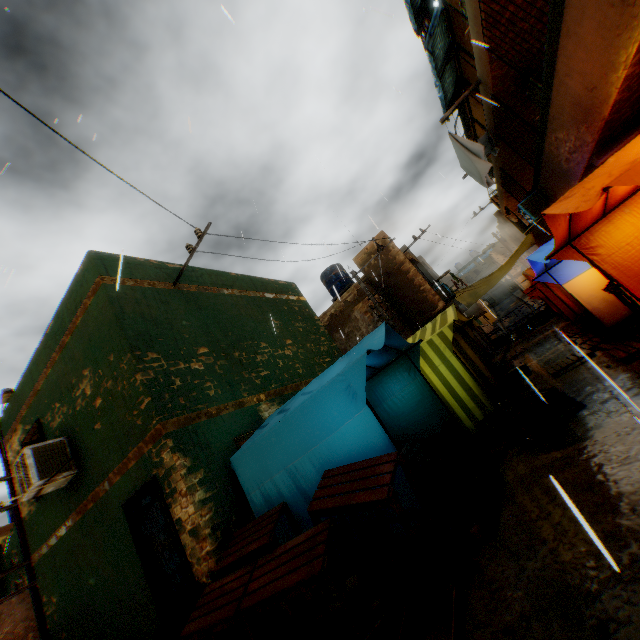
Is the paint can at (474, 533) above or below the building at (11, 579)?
below

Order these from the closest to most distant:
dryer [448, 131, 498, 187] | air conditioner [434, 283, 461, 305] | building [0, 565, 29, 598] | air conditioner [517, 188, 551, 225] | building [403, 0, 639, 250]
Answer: building [403, 0, 639, 250], dryer [448, 131, 498, 187], air conditioner [517, 188, 551, 225], air conditioner [434, 283, 461, 305], building [0, 565, 29, 598]

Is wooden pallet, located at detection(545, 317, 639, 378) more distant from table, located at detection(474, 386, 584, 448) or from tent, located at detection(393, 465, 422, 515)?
table, located at detection(474, 386, 584, 448)

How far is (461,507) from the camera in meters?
4.4

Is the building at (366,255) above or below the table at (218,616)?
above

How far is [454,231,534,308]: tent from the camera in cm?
1655

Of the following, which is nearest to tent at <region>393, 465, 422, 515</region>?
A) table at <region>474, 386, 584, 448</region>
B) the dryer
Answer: table at <region>474, 386, 584, 448</region>

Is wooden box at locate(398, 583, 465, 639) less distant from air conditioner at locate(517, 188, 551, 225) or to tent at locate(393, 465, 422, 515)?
tent at locate(393, 465, 422, 515)
